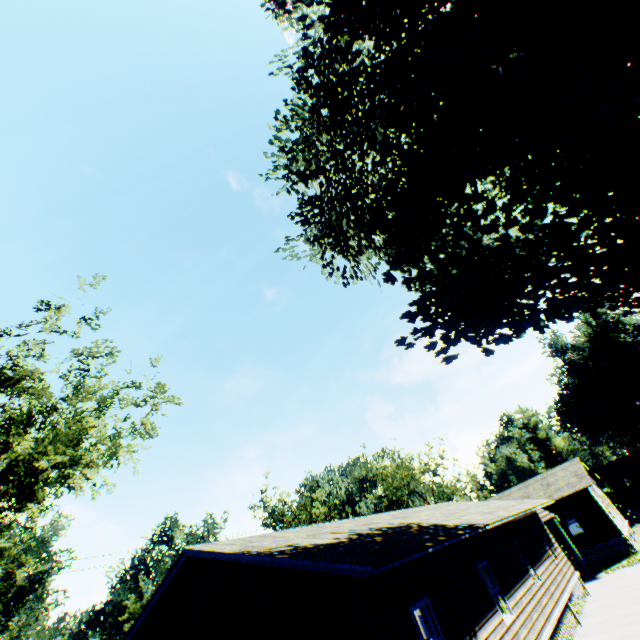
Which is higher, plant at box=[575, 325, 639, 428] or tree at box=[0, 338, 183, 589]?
plant at box=[575, 325, 639, 428]

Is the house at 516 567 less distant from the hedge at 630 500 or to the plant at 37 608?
the hedge at 630 500

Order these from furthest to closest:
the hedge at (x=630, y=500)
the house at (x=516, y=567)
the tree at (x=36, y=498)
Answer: the hedge at (x=630, y=500) → the tree at (x=36, y=498) → the house at (x=516, y=567)

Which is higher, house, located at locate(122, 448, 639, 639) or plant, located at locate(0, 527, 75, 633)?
plant, located at locate(0, 527, 75, 633)

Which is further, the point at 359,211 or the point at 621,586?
Answer: the point at 359,211

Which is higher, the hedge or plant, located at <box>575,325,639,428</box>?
plant, located at <box>575,325,639,428</box>

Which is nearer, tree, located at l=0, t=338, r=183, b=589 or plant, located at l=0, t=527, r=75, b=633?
tree, located at l=0, t=338, r=183, b=589

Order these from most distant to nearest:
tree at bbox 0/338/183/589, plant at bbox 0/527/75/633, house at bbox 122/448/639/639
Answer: plant at bbox 0/527/75/633
tree at bbox 0/338/183/589
house at bbox 122/448/639/639
